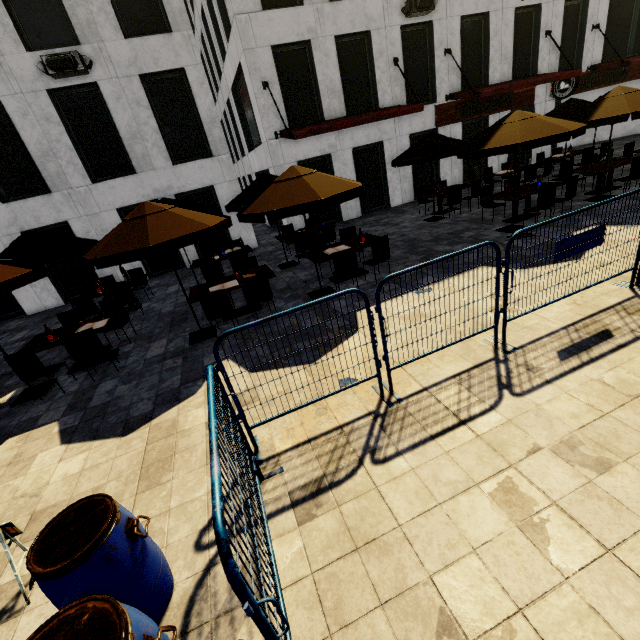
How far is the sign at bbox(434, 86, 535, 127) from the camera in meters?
15.1

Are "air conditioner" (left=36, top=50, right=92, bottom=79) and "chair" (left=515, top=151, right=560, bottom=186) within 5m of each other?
no

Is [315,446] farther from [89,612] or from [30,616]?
[30,616]

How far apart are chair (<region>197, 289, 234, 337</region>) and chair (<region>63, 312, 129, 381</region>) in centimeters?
202cm

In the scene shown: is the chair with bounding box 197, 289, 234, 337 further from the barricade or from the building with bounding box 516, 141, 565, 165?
the building with bounding box 516, 141, 565, 165

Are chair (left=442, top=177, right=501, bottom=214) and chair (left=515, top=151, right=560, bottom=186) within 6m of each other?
yes

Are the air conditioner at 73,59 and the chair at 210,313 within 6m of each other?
no

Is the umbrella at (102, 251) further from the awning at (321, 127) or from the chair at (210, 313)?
the awning at (321, 127)
